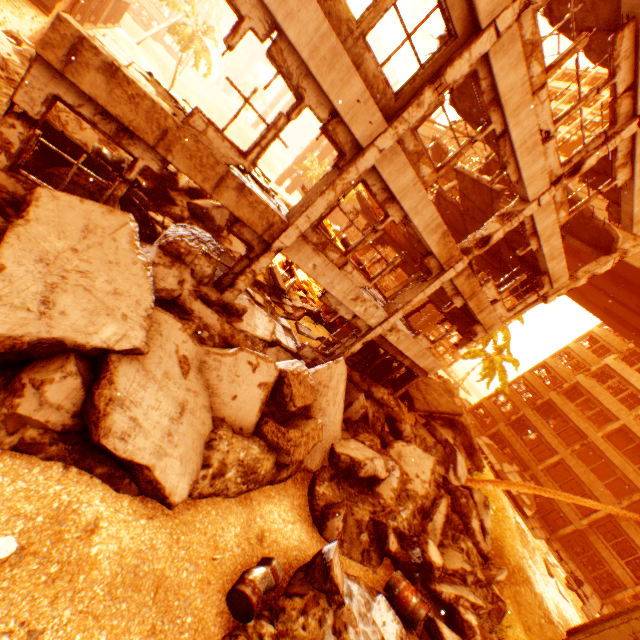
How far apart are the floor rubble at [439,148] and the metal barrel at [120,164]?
18.9 meters

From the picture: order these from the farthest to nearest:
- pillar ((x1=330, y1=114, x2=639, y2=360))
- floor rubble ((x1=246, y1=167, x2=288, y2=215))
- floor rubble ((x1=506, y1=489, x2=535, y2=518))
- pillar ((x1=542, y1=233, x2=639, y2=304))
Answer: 1. floor rubble ((x1=506, y1=489, x2=535, y2=518))
2. pillar ((x1=542, y1=233, x2=639, y2=304))
3. pillar ((x1=330, y1=114, x2=639, y2=360))
4. floor rubble ((x1=246, y1=167, x2=288, y2=215))

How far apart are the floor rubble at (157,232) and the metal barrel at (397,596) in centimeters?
952cm

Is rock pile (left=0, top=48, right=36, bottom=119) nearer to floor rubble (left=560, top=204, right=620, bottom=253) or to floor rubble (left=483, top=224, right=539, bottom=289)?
floor rubble (left=483, top=224, right=539, bottom=289)

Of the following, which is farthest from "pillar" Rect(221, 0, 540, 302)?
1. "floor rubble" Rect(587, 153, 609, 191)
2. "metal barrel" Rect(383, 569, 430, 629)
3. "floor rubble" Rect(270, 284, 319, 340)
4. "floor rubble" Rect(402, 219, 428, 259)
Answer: "metal barrel" Rect(383, 569, 430, 629)

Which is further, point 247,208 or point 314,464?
point 314,464

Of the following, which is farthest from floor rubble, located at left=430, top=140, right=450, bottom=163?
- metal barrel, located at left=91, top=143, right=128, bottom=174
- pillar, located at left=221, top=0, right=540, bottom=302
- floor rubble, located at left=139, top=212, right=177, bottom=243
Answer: metal barrel, located at left=91, top=143, right=128, bottom=174

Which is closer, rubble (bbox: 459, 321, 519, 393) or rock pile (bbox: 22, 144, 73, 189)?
rock pile (bbox: 22, 144, 73, 189)
